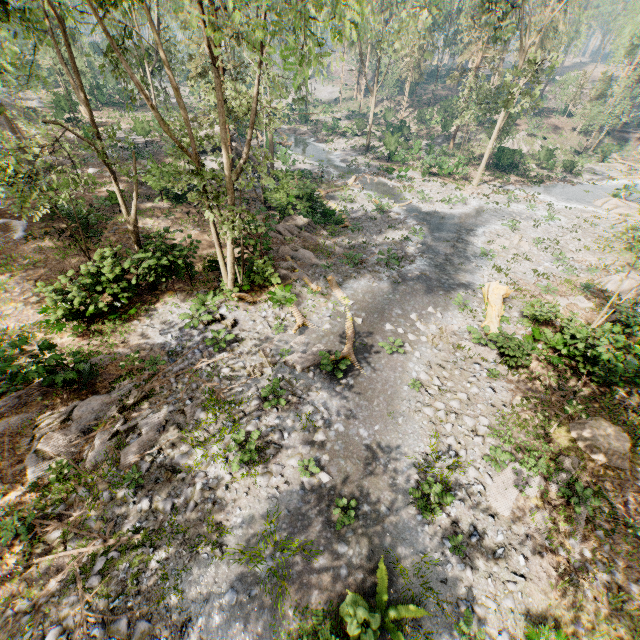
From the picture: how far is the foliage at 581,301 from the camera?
18.5m

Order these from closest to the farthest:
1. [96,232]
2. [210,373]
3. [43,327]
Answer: [210,373] < [43,327] < [96,232]

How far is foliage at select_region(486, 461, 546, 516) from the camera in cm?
1006

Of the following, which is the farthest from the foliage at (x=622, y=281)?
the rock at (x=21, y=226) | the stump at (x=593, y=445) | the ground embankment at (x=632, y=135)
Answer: the stump at (x=593, y=445)

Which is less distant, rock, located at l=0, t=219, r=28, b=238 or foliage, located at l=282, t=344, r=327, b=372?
foliage, located at l=282, t=344, r=327, b=372

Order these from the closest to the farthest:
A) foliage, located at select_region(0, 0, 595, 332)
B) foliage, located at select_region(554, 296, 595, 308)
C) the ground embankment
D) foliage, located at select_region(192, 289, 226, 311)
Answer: foliage, located at select_region(0, 0, 595, 332) < foliage, located at select_region(192, 289, 226, 311) < foliage, located at select_region(554, 296, 595, 308) < the ground embankment

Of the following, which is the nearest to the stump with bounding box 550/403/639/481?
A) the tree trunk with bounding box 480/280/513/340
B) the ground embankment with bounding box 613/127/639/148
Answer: the tree trunk with bounding box 480/280/513/340
